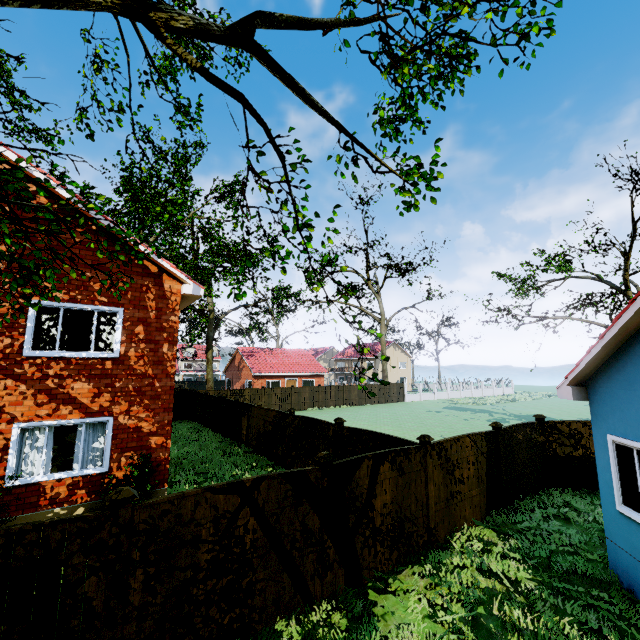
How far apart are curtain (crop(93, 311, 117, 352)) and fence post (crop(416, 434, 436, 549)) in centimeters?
830cm

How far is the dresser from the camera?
14.1 meters

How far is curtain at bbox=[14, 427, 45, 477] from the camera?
7.7m

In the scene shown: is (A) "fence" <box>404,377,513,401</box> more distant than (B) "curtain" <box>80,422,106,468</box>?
Yes

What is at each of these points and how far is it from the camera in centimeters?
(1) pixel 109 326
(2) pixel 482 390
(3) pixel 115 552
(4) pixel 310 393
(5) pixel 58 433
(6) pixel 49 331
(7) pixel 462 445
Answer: (1) curtain, 909cm
(2) fence, 5200cm
(3) fence post, 408cm
(4) fence, 3338cm
(5) dresser, 1423cm
(6) curtain, 834cm
(7) fence, 862cm

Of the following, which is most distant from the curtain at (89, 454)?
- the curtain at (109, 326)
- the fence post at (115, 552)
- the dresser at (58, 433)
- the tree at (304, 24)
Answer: the dresser at (58, 433)

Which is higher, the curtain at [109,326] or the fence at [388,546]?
the curtain at [109,326]

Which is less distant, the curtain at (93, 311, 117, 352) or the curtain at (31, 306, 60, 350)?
the curtain at (31, 306, 60, 350)
